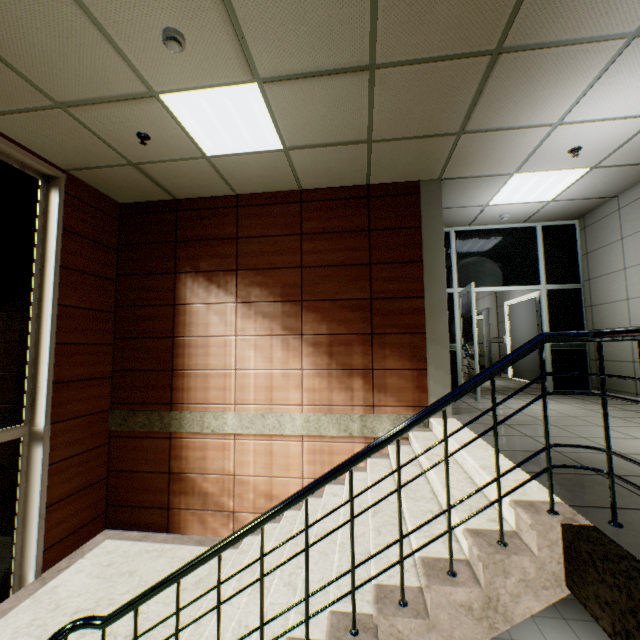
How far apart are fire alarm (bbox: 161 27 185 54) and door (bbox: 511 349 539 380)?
8.3 meters

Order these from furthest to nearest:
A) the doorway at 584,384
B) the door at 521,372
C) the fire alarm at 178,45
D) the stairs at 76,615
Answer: the door at 521,372
the doorway at 584,384
the fire alarm at 178,45
the stairs at 76,615

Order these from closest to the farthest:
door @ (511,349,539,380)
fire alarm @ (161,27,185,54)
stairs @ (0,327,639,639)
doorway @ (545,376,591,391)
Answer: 1. stairs @ (0,327,639,639)
2. fire alarm @ (161,27,185,54)
3. doorway @ (545,376,591,391)
4. door @ (511,349,539,380)

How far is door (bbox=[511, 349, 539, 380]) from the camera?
7.67m

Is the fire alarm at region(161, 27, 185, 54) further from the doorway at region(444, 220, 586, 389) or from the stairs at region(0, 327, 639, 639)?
the doorway at region(444, 220, 586, 389)

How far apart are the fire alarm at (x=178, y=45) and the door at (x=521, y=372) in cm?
827

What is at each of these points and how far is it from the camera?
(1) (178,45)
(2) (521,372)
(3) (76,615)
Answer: (1) fire alarm, 2.43m
(2) door, 8.41m
(3) stairs, 3.23m
